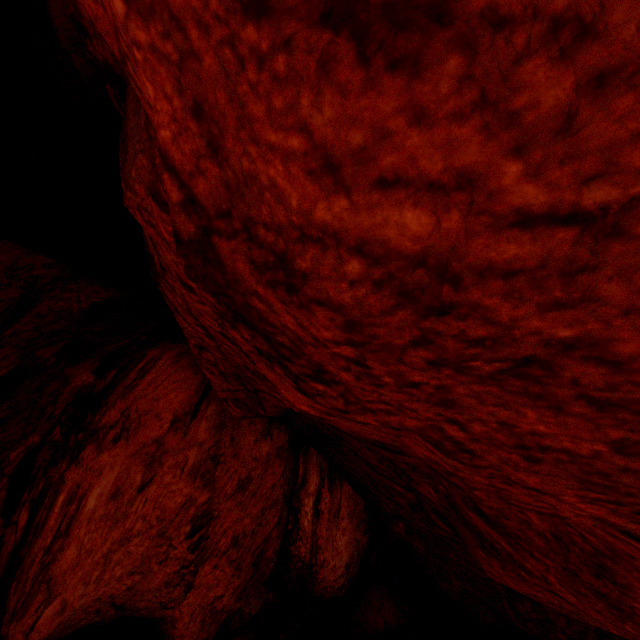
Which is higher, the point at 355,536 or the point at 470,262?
the point at 470,262
